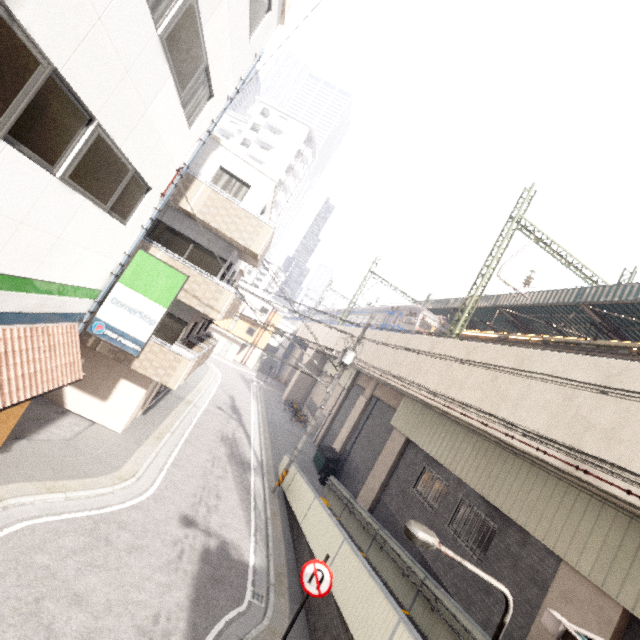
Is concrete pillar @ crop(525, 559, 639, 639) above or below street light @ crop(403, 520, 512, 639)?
below

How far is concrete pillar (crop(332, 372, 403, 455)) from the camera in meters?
19.7

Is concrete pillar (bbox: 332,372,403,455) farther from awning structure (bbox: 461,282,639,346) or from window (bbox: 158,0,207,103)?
window (bbox: 158,0,207,103)

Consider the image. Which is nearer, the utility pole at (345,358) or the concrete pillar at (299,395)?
the utility pole at (345,358)

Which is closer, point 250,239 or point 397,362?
point 250,239

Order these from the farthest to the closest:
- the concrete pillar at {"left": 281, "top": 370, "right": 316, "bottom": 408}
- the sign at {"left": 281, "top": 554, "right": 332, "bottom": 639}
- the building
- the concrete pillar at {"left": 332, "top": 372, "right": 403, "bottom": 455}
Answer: the building
the concrete pillar at {"left": 281, "top": 370, "right": 316, "bottom": 408}
the concrete pillar at {"left": 332, "top": 372, "right": 403, "bottom": 455}
the sign at {"left": 281, "top": 554, "right": 332, "bottom": 639}

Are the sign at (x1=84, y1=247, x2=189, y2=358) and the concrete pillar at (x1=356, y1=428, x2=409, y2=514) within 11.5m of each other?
no

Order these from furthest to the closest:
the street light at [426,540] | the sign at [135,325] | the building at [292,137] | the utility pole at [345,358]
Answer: the building at [292,137], the utility pole at [345,358], the sign at [135,325], the street light at [426,540]
